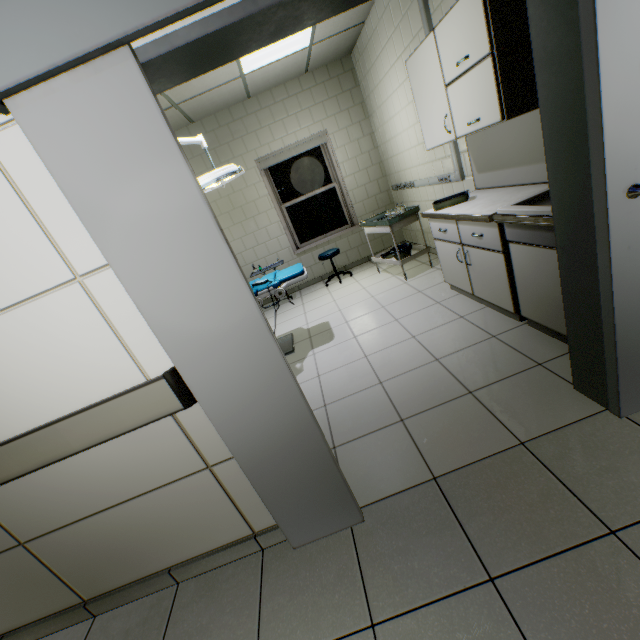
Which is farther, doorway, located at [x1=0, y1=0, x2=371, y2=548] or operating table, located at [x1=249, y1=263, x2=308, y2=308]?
operating table, located at [x1=249, y1=263, x2=308, y2=308]

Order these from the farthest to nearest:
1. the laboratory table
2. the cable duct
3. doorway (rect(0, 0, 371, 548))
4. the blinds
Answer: the blinds
the cable duct
the laboratory table
doorway (rect(0, 0, 371, 548))

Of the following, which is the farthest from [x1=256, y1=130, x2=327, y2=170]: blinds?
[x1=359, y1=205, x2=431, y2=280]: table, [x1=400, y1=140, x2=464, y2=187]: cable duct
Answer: [x1=400, y1=140, x2=464, y2=187]: cable duct

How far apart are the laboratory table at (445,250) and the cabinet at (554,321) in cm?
13

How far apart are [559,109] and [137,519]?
2.6 meters

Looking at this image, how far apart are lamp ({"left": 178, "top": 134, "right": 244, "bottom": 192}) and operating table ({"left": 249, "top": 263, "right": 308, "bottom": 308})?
0.7 meters

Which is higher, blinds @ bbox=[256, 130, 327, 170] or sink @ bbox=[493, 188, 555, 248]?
blinds @ bbox=[256, 130, 327, 170]

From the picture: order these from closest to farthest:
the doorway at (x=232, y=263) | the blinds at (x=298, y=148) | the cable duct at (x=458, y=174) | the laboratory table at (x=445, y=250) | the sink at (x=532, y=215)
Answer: the doorway at (x=232, y=263) → the sink at (x=532, y=215) → the laboratory table at (x=445, y=250) → the cable duct at (x=458, y=174) → the blinds at (x=298, y=148)
